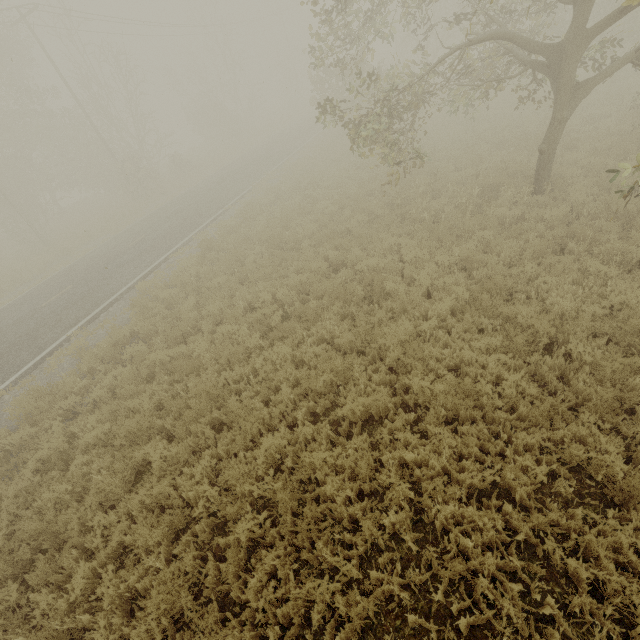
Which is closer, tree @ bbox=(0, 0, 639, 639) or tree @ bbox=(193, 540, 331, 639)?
tree @ bbox=(193, 540, 331, 639)

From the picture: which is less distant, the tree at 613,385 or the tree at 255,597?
the tree at 255,597

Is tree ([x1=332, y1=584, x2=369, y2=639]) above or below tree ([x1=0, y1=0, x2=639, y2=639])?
below

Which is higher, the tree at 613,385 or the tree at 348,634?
the tree at 613,385

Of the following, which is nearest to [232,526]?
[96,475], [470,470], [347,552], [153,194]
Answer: [347,552]
